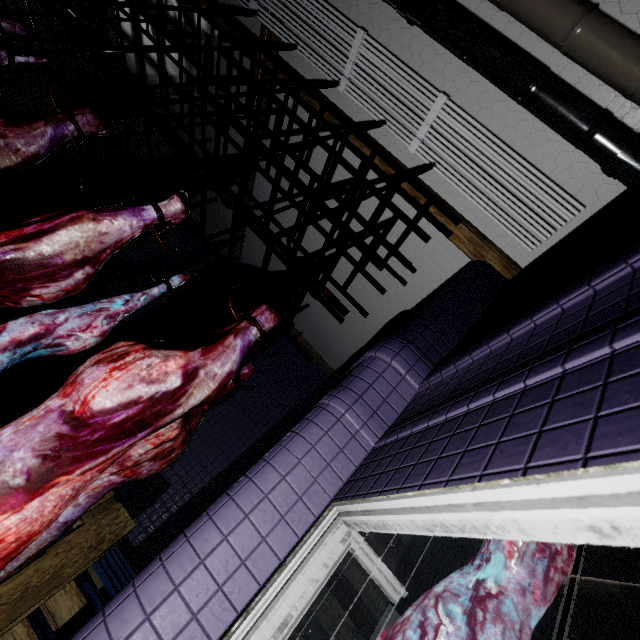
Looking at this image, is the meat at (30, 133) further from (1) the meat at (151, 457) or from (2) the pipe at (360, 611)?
(2) the pipe at (360, 611)

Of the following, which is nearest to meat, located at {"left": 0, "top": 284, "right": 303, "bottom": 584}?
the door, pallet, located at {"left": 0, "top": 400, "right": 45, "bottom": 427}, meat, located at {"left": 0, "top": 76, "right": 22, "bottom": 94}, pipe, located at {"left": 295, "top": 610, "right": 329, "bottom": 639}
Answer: pallet, located at {"left": 0, "top": 400, "right": 45, "bottom": 427}

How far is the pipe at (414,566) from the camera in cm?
400

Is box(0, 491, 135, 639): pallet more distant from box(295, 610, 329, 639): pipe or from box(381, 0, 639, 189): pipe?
box(381, 0, 639, 189): pipe

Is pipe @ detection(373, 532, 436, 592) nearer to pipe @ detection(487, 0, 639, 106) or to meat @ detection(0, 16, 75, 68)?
pipe @ detection(487, 0, 639, 106)

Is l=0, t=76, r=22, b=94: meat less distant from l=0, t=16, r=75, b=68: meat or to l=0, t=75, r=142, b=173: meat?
l=0, t=16, r=75, b=68: meat

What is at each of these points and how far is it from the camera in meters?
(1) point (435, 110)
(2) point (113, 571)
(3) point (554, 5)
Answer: (1) wire, 2.3 m
(2) pallet, 2.3 m
(3) pipe, 1.7 m

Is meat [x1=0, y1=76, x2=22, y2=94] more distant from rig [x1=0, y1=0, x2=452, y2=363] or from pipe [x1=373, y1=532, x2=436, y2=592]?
pipe [x1=373, y1=532, x2=436, y2=592]
